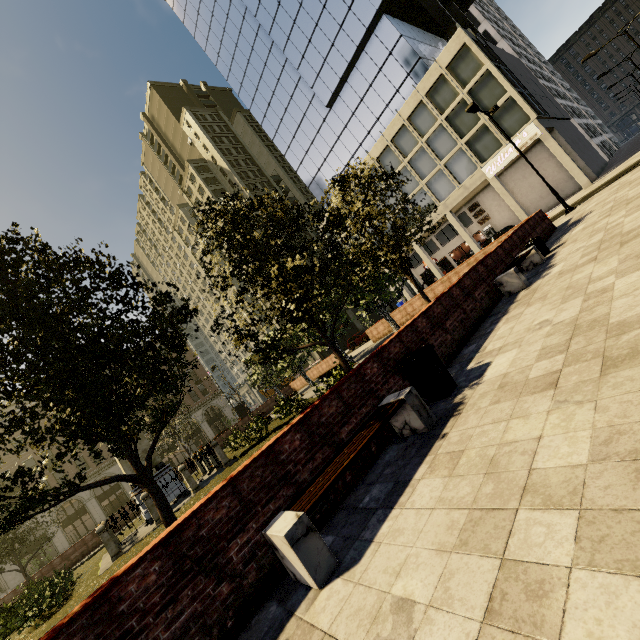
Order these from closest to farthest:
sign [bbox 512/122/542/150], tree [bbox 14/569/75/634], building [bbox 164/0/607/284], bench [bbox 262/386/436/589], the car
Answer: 1. bench [bbox 262/386/436/589]
2. tree [bbox 14/569/75/634]
3. sign [bbox 512/122/542/150]
4. building [bbox 164/0/607/284]
5. the car

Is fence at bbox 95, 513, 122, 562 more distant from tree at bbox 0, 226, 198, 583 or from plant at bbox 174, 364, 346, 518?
tree at bbox 0, 226, 198, 583

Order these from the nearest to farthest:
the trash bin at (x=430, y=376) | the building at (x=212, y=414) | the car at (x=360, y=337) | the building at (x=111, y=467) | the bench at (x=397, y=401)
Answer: the bench at (x=397, y=401) → the trash bin at (x=430, y=376) → the car at (x=360, y=337) → the building at (x=111, y=467) → the building at (x=212, y=414)

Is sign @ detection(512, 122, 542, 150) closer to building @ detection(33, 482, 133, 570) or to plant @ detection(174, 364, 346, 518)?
plant @ detection(174, 364, 346, 518)

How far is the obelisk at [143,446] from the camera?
15.5m

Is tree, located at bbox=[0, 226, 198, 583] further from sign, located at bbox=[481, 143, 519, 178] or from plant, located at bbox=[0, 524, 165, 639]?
sign, located at bbox=[481, 143, 519, 178]

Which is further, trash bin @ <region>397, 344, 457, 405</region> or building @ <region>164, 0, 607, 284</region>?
building @ <region>164, 0, 607, 284</region>

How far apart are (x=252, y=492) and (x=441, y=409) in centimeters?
300cm
